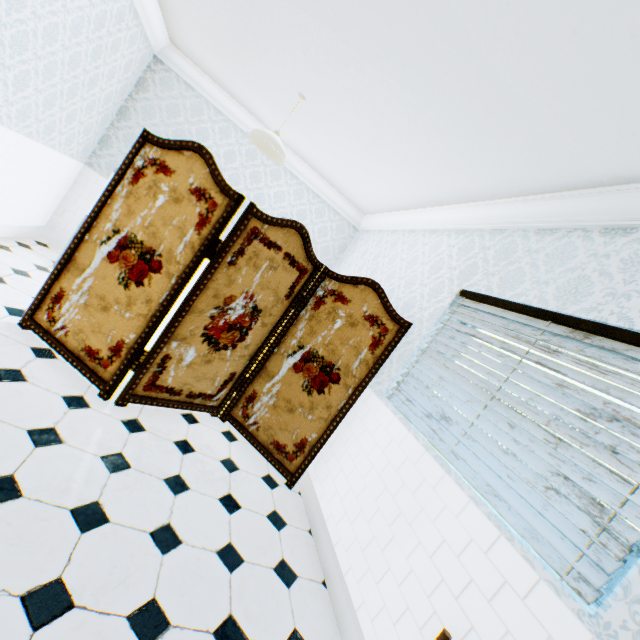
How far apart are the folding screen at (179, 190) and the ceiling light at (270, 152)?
1.00m

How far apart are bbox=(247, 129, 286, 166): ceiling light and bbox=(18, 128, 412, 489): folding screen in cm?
100

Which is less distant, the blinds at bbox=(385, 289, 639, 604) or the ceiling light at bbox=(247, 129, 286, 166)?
the blinds at bbox=(385, 289, 639, 604)

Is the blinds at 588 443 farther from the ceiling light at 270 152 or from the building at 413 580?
the ceiling light at 270 152

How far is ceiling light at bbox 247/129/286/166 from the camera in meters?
3.2 m

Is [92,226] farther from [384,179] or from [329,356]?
[384,179]

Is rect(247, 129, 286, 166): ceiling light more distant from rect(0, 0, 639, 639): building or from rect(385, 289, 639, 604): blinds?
rect(385, 289, 639, 604): blinds

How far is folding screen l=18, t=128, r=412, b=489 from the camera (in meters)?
2.41
